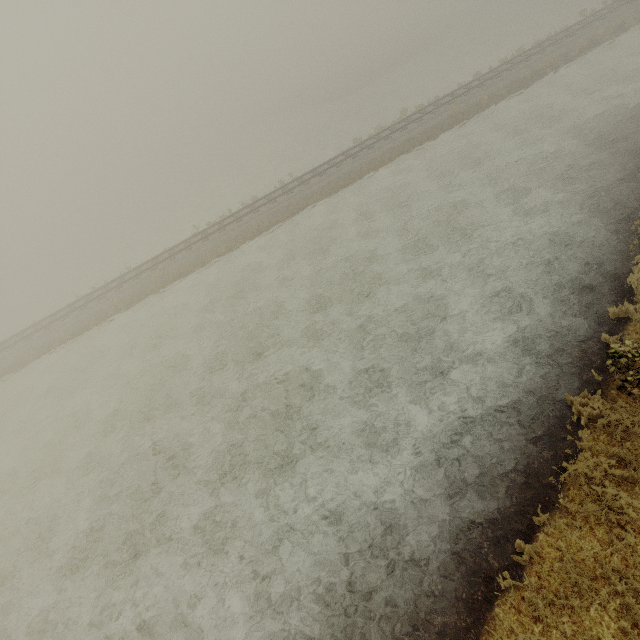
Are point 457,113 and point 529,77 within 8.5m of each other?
yes
